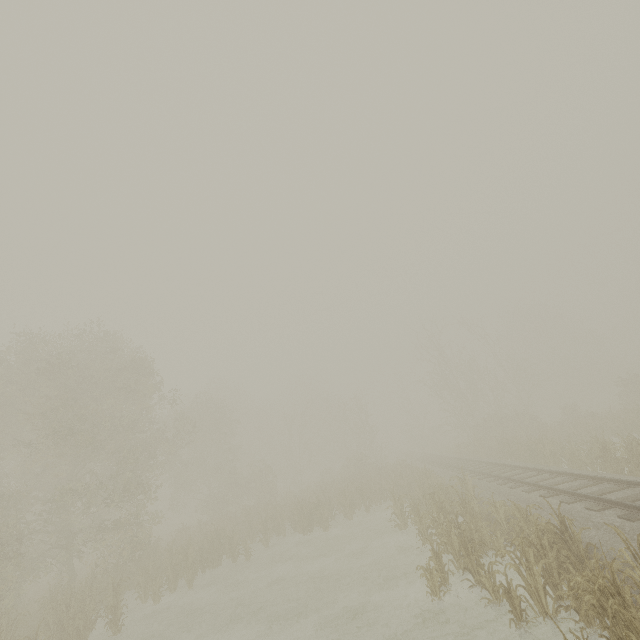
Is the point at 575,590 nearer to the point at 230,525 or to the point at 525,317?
the point at 230,525
